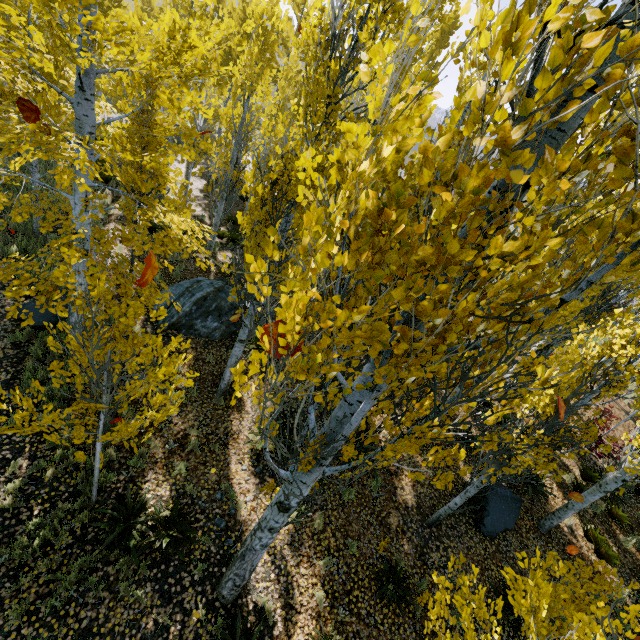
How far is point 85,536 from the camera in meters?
5.5

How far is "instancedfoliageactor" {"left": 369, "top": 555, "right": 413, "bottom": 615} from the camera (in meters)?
6.16

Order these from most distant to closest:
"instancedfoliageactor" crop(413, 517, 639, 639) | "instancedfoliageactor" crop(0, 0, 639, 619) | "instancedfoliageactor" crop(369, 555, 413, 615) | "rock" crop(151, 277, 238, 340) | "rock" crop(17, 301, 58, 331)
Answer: "rock" crop(151, 277, 238, 340) < "rock" crop(17, 301, 58, 331) < "instancedfoliageactor" crop(369, 555, 413, 615) < "instancedfoliageactor" crop(413, 517, 639, 639) < "instancedfoliageactor" crop(0, 0, 639, 619)

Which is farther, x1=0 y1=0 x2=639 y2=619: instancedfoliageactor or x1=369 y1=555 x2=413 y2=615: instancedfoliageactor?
x1=369 y1=555 x2=413 y2=615: instancedfoliageactor

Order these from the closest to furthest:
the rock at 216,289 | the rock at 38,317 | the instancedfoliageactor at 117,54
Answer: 1. the instancedfoliageactor at 117,54
2. the rock at 38,317
3. the rock at 216,289

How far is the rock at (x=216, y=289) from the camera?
9.2 meters

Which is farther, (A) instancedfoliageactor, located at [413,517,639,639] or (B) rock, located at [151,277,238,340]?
(B) rock, located at [151,277,238,340]
